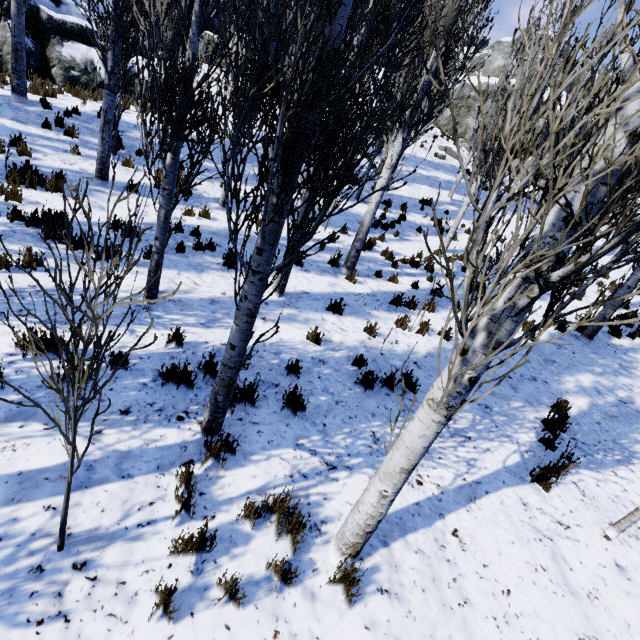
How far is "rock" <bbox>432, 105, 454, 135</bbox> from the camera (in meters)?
25.03

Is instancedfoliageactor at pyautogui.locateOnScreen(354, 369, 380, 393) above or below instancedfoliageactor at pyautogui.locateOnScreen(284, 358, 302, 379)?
above

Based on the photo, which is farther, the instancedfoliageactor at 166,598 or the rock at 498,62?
the rock at 498,62

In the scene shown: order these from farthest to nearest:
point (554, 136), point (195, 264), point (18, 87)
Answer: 1. point (554, 136)
2. point (18, 87)
3. point (195, 264)

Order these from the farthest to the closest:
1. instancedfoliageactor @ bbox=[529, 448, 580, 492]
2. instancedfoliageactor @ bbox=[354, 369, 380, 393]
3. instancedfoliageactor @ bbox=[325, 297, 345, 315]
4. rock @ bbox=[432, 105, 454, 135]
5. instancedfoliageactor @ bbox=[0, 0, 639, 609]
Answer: rock @ bbox=[432, 105, 454, 135]
instancedfoliageactor @ bbox=[325, 297, 345, 315]
instancedfoliageactor @ bbox=[354, 369, 380, 393]
instancedfoliageactor @ bbox=[529, 448, 580, 492]
instancedfoliageactor @ bbox=[0, 0, 639, 609]

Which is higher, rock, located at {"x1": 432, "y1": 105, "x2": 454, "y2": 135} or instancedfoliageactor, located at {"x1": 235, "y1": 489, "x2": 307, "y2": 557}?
rock, located at {"x1": 432, "y1": 105, "x2": 454, "y2": 135}
